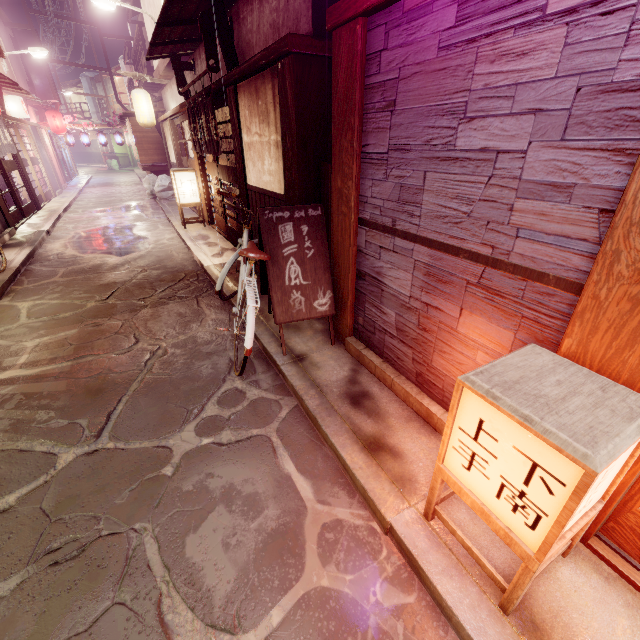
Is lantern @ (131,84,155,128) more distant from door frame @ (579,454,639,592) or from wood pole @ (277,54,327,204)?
door frame @ (579,454,639,592)

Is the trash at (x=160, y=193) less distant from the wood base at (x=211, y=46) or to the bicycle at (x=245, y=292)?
the wood base at (x=211, y=46)

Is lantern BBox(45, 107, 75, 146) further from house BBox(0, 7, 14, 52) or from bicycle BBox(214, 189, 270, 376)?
bicycle BBox(214, 189, 270, 376)

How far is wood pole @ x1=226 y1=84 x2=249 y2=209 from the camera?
9.1m

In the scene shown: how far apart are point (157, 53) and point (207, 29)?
6.48m

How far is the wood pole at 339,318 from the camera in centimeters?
448cm

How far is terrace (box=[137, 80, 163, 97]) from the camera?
29.7 meters

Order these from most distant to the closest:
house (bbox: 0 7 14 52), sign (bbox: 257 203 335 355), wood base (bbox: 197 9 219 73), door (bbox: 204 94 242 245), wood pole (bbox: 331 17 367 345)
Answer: house (bbox: 0 7 14 52)
door (bbox: 204 94 242 245)
wood base (bbox: 197 9 219 73)
sign (bbox: 257 203 335 355)
wood pole (bbox: 331 17 367 345)
